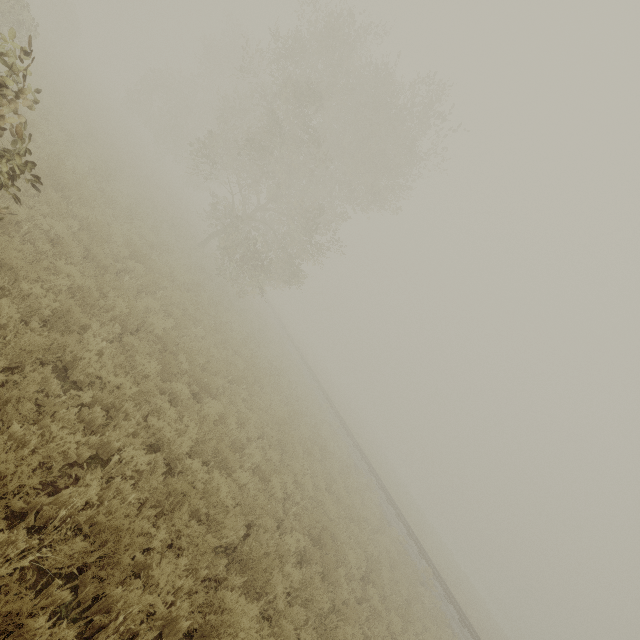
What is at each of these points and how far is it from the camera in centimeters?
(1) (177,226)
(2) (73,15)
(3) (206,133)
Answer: (1) tree, 2023cm
(2) tree, 3097cm
(3) tree, 5234cm

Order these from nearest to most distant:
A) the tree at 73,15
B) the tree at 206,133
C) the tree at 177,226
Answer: the tree at 206,133 < the tree at 177,226 < the tree at 73,15

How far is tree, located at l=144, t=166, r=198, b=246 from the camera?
18.80m

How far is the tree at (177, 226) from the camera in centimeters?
1880cm

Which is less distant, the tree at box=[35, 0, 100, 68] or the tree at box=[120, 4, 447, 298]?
the tree at box=[120, 4, 447, 298]

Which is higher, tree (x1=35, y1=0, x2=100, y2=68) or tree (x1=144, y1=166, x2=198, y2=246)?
tree (x1=35, y1=0, x2=100, y2=68)

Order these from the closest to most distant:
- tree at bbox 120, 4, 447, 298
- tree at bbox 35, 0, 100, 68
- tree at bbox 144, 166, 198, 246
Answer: tree at bbox 120, 4, 447, 298 → tree at bbox 144, 166, 198, 246 → tree at bbox 35, 0, 100, 68
